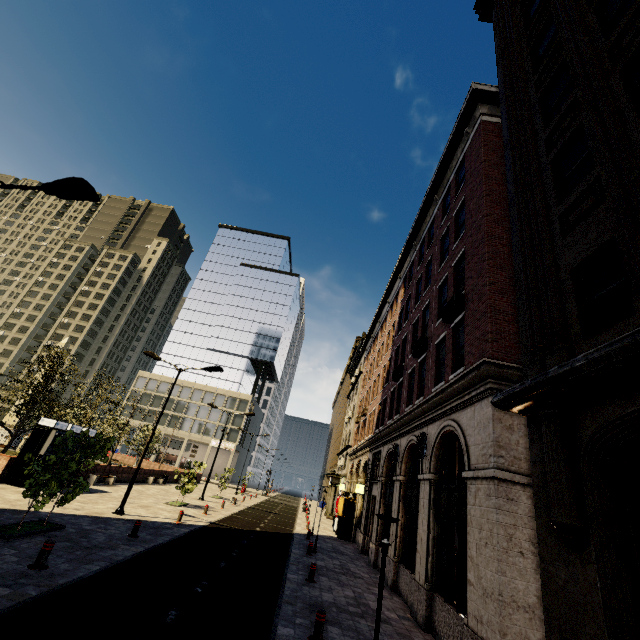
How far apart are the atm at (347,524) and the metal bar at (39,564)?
20.6 meters

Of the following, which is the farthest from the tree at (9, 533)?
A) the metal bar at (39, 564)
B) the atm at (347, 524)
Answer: the atm at (347, 524)

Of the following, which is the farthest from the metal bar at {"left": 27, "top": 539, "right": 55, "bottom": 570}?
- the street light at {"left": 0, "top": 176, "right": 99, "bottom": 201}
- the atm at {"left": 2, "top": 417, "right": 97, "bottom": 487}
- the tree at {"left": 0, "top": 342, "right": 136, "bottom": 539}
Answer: the atm at {"left": 2, "top": 417, "right": 97, "bottom": 487}

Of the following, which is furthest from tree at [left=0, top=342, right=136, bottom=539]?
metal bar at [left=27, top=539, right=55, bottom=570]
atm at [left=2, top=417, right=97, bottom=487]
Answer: atm at [left=2, top=417, right=97, bottom=487]

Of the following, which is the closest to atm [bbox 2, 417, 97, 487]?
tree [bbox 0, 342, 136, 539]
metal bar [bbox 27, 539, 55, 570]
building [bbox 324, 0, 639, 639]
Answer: tree [bbox 0, 342, 136, 539]

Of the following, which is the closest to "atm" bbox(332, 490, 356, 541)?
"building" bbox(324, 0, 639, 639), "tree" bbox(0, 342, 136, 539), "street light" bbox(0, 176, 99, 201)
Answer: "building" bbox(324, 0, 639, 639)

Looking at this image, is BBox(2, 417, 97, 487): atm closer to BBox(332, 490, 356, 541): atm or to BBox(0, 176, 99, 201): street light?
BBox(0, 176, 99, 201): street light

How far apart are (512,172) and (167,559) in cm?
1714
